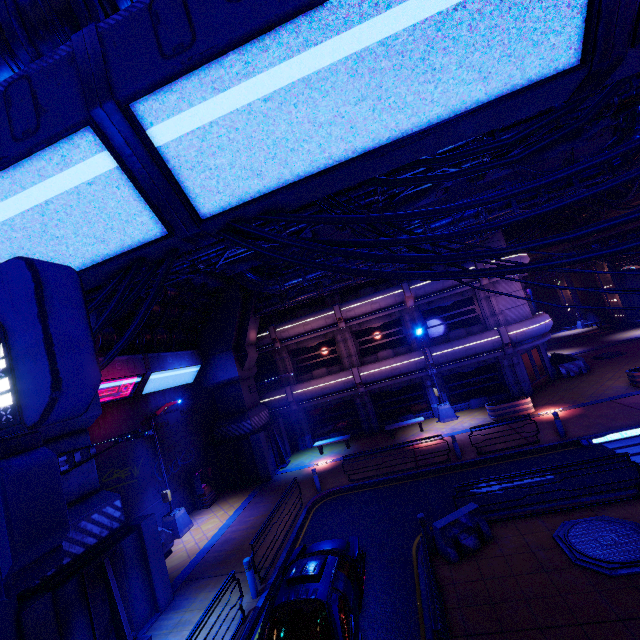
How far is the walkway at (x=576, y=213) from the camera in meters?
22.7

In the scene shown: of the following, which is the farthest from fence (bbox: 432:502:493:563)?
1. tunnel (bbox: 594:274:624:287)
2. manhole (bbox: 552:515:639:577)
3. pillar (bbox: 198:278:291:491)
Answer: tunnel (bbox: 594:274:624:287)

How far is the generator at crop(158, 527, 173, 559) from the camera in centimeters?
1320cm

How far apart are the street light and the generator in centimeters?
1559cm

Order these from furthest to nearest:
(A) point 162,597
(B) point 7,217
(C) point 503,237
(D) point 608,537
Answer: (C) point 503,237, (A) point 162,597, (D) point 608,537, (B) point 7,217

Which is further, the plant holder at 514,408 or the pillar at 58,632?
the plant holder at 514,408

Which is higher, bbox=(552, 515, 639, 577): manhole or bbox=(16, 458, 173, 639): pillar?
bbox=(16, 458, 173, 639): pillar

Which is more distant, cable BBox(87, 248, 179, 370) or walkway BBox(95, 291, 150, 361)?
walkway BBox(95, 291, 150, 361)
